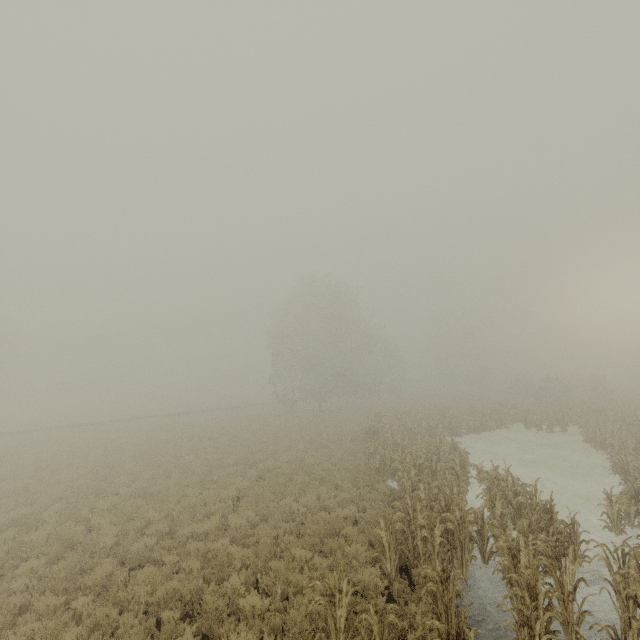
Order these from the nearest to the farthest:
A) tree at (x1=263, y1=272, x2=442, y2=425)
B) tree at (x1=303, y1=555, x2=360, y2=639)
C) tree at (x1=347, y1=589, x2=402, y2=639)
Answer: tree at (x1=347, y1=589, x2=402, y2=639), tree at (x1=303, y1=555, x2=360, y2=639), tree at (x1=263, y1=272, x2=442, y2=425)

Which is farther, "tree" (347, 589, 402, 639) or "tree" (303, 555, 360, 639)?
"tree" (303, 555, 360, 639)

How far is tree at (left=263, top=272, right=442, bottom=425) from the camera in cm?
3728

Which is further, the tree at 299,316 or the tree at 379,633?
the tree at 299,316

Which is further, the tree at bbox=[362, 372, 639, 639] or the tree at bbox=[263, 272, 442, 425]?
the tree at bbox=[263, 272, 442, 425]

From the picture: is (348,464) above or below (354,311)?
below

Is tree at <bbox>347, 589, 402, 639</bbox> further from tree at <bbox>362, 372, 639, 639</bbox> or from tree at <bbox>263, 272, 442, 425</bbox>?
tree at <bbox>263, 272, 442, 425</bbox>

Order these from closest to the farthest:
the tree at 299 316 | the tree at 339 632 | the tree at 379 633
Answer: the tree at 379 633 < the tree at 339 632 < the tree at 299 316
